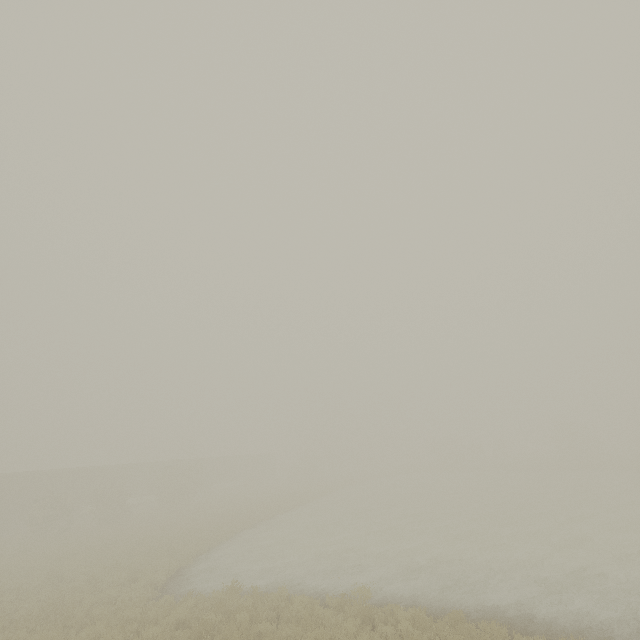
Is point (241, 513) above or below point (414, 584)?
above

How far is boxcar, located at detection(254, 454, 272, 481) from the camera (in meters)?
57.62

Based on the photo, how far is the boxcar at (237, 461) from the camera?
48.03m

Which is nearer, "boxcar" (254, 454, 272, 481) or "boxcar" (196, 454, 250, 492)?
"boxcar" (196, 454, 250, 492)

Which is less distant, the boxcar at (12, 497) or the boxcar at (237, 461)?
the boxcar at (12, 497)
